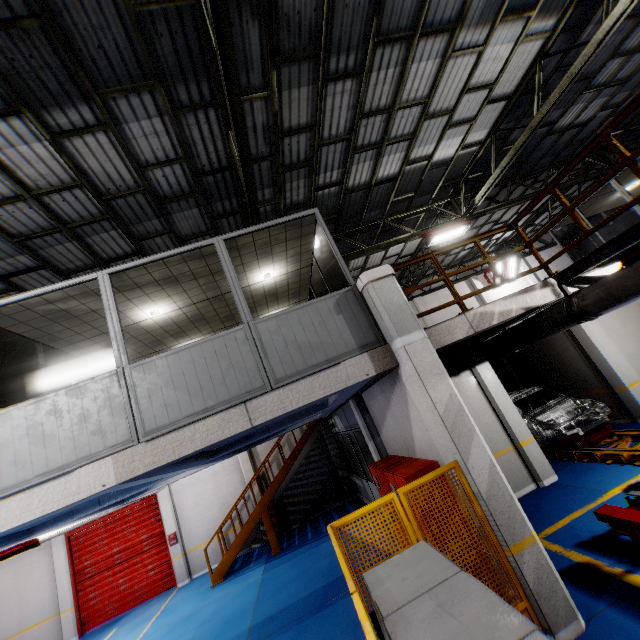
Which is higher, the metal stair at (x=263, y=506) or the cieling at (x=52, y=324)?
the cieling at (x=52, y=324)

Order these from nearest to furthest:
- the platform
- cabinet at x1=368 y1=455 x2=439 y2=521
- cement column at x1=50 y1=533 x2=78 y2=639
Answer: cabinet at x1=368 y1=455 x2=439 y2=521
the platform
cement column at x1=50 y1=533 x2=78 y2=639

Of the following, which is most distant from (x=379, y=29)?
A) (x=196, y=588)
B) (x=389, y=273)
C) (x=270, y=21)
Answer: (x=196, y=588)

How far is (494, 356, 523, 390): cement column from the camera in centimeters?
1314cm

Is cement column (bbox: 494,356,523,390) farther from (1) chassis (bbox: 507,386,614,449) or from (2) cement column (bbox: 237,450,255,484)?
(2) cement column (bbox: 237,450,255,484)

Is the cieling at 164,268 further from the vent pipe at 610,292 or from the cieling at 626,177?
the cieling at 626,177

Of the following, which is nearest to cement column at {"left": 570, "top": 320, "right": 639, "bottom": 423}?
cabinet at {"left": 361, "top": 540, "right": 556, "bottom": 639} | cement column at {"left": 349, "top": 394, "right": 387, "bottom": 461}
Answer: cement column at {"left": 349, "top": 394, "right": 387, "bottom": 461}

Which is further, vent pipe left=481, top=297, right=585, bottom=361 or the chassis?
the chassis
